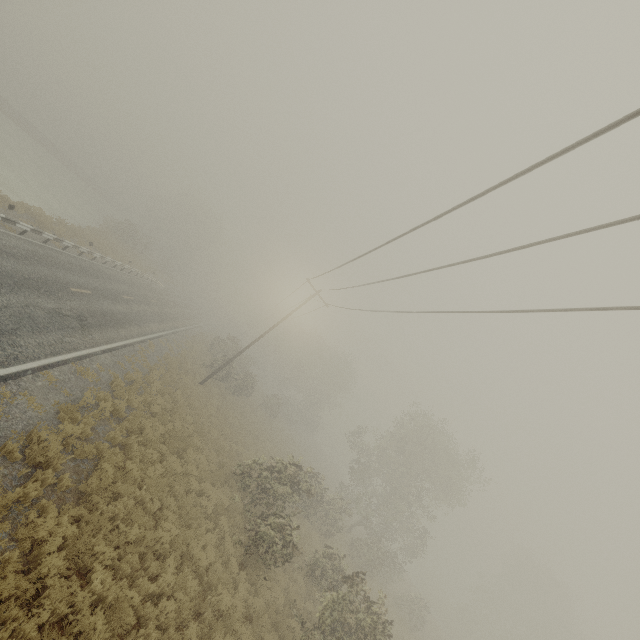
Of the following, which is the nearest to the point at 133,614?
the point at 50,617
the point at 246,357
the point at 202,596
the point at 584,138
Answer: the point at 50,617
